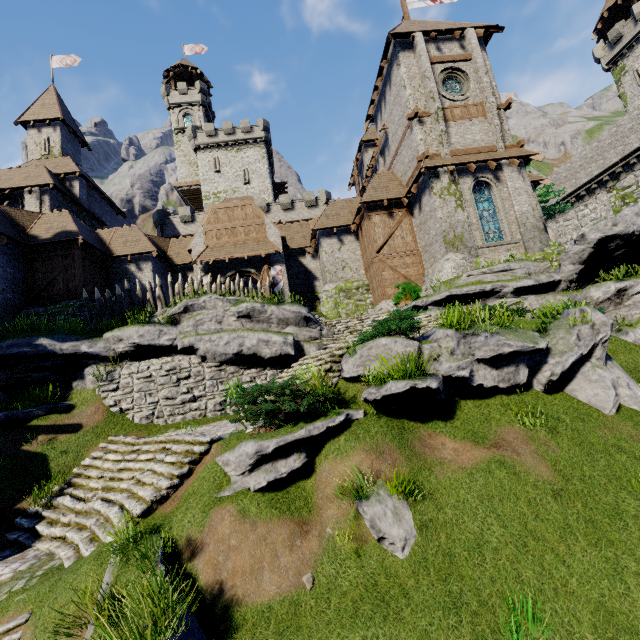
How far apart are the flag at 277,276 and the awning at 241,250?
0.8m

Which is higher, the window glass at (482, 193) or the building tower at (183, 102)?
the building tower at (183, 102)

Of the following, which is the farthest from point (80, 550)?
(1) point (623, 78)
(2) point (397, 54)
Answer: (1) point (623, 78)

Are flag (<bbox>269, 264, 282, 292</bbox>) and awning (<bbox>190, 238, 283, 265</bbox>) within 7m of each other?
yes

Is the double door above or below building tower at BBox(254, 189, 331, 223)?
below

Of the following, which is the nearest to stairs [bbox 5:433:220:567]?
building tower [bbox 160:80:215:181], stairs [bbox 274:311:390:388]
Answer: stairs [bbox 274:311:390:388]

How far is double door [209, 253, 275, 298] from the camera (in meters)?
22.12

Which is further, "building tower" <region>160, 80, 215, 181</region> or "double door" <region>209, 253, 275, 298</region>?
"building tower" <region>160, 80, 215, 181</region>
